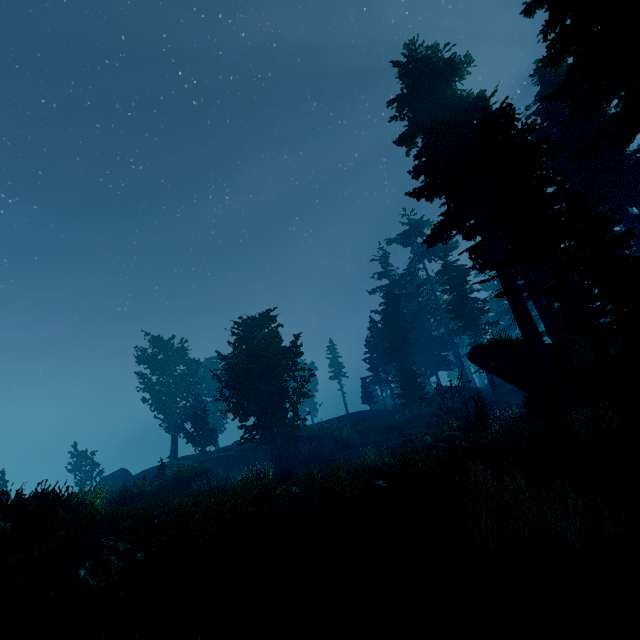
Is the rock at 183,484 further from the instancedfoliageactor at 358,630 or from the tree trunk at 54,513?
the tree trunk at 54,513

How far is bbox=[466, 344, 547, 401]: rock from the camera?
15.9 meters

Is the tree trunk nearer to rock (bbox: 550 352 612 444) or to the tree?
rock (bbox: 550 352 612 444)

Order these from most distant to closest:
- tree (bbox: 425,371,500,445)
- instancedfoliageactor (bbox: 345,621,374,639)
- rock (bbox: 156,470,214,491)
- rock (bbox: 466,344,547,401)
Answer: rock (bbox: 156,470,214,491) → tree (bbox: 425,371,500,445) → rock (bbox: 466,344,547,401) → instancedfoliageactor (bbox: 345,621,374,639)

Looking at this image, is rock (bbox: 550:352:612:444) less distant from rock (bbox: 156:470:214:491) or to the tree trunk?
the tree trunk

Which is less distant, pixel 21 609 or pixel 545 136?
pixel 21 609

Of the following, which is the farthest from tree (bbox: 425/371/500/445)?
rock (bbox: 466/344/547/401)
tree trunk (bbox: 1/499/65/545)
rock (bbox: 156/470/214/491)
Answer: tree trunk (bbox: 1/499/65/545)

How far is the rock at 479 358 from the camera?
15.9 meters
